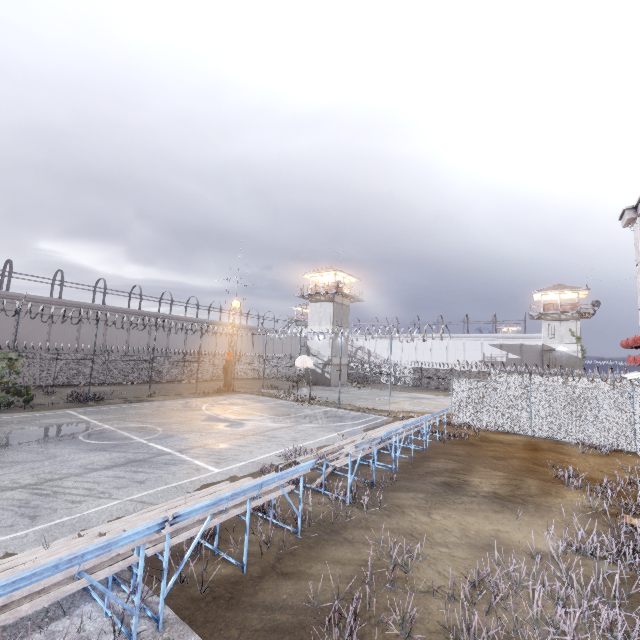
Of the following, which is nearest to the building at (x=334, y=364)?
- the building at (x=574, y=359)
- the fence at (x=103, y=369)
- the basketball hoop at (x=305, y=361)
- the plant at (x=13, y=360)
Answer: the fence at (x=103, y=369)

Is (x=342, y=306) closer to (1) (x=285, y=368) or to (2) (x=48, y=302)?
(1) (x=285, y=368)

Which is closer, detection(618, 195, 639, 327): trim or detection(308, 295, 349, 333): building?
detection(618, 195, 639, 327): trim

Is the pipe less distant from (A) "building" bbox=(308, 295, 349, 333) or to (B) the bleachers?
(B) the bleachers

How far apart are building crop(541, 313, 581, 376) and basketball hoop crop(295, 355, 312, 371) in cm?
3542

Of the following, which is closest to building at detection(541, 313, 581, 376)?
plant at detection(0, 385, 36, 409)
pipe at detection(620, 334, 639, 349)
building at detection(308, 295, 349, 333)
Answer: building at detection(308, 295, 349, 333)

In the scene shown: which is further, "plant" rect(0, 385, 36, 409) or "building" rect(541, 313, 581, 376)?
"building" rect(541, 313, 581, 376)

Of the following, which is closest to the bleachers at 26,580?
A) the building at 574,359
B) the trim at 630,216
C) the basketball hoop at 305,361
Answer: the trim at 630,216
